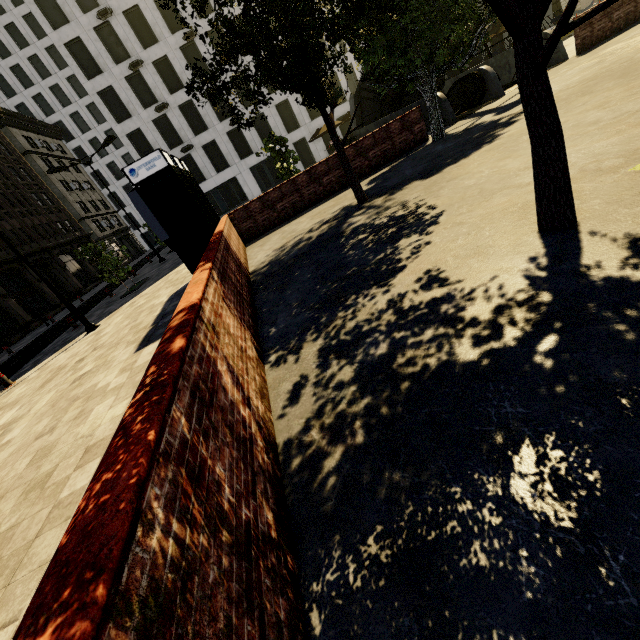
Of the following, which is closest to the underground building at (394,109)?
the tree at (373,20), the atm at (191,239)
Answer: the tree at (373,20)

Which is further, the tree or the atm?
the atm

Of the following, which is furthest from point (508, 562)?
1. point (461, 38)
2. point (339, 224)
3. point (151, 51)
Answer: point (151, 51)

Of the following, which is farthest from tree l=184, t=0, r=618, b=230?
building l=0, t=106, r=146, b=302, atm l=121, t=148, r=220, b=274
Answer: atm l=121, t=148, r=220, b=274

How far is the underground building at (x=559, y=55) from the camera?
12.8 meters

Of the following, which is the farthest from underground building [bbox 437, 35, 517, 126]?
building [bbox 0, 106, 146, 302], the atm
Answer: building [bbox 0, 106, 146, 302]

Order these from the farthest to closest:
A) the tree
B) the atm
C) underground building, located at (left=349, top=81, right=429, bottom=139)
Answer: underground building, located at (left=349, top=81, right=429, bottom=139)
the atm
the tree

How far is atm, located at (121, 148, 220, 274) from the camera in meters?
7.4 m
